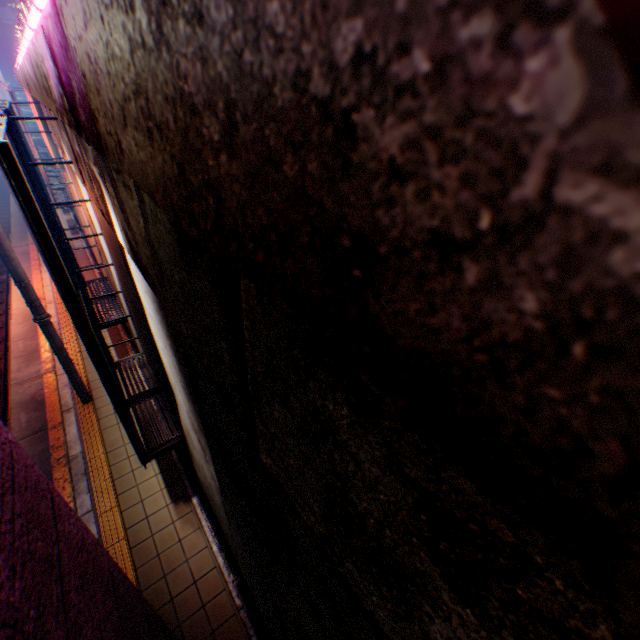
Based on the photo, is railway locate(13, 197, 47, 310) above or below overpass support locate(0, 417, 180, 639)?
below

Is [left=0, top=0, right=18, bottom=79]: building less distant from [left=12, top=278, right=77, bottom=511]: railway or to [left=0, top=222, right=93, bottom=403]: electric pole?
[left=12, top=278, right=77, bottom=511]: railway

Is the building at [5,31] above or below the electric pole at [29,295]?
above

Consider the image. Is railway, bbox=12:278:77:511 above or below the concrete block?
below

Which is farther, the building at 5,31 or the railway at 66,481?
the building at 5,31

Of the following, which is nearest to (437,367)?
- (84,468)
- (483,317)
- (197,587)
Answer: (483,317)

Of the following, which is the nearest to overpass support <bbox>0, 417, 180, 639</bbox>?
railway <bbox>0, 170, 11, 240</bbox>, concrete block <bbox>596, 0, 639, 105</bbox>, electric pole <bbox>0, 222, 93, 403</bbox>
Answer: railway <bbox>0, 170, 11, 240</bbox>
